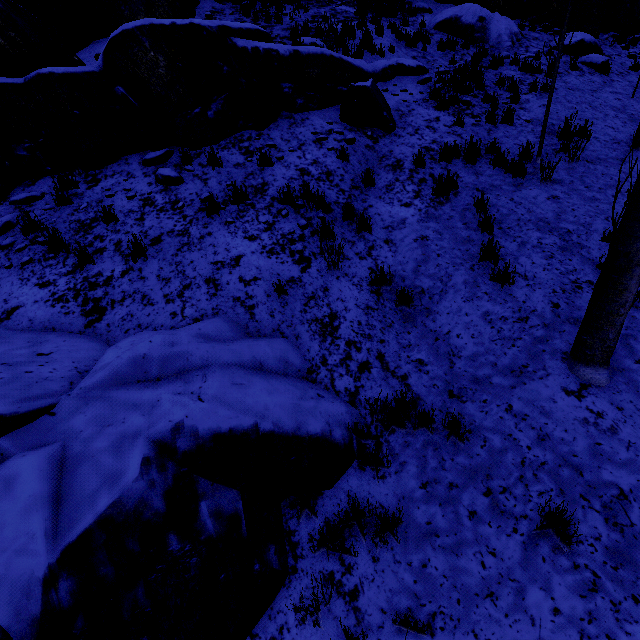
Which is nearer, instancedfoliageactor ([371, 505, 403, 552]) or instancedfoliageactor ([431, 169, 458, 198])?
instancedfoliageactor ([371, 505, 403, 552])

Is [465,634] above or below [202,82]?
below

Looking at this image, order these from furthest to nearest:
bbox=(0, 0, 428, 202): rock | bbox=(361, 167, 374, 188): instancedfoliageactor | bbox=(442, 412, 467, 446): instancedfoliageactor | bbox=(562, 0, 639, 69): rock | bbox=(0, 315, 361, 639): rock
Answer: bbox=(562, 0, 639, 69): rock → bbox=(361, 167, 374, 188): instancedfoliageactor → bbox=(0, 0, 428, 202): rock → bbox=(442, 412, 467, 446): instancedfoliageactor → bbox=(0, 315, 361, 639): rock

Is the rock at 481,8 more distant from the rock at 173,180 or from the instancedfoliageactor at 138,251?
the instancedfoliageactor at 138,251

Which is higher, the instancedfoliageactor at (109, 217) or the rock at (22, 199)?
the rock at (22, 199)

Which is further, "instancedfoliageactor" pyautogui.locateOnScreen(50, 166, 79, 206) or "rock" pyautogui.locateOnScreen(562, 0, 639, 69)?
"rock" pyautogui.locateOnScreen(562, 0, 639, 69)

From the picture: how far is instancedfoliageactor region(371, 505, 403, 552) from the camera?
2.8 meters
